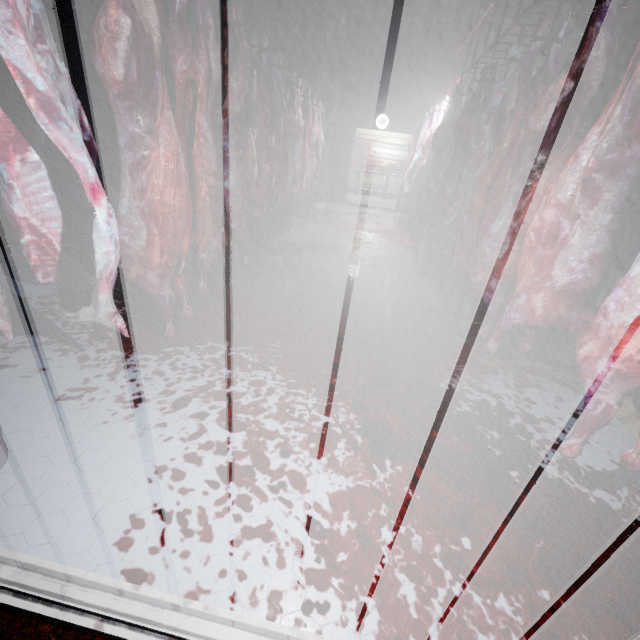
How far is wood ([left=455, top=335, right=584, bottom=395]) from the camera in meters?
2.3

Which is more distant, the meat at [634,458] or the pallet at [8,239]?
the pallet at [8,239]

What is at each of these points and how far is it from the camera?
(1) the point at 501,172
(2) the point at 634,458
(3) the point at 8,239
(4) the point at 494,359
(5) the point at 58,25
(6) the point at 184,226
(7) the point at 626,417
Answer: (1) meat, 2.7m
(2) meat, 1.2m
(3) pallet, 3.4m
(4) wood, 2.3m
(5) pallet, 3.3m
(6) meat, 1.8m
(7) pallet, 1.8m

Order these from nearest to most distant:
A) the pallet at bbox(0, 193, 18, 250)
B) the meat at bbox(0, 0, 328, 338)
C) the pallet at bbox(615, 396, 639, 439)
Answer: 1. the meat at bbox(0, 0, 328, 338)
2. the pallet at bbox(615, 396, 639, 439)
3. the pallet at bbox(0, 193, 18, 250)

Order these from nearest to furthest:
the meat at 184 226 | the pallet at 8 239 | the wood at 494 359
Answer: the meat at 184 226
the wood at 494 359
the pallet at 8 239

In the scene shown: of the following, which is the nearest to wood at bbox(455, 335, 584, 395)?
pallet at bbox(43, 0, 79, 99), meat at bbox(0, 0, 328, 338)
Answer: meat at bbox(0, 0, 328, 338)

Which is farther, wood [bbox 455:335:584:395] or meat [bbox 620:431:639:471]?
wood [bbox 455:335:584:395]

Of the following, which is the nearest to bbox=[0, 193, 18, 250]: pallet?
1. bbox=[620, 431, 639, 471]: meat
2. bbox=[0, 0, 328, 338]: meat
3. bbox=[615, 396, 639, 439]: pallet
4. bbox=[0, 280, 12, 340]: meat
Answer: bbox=[0, 0, 328, 338]: meat
